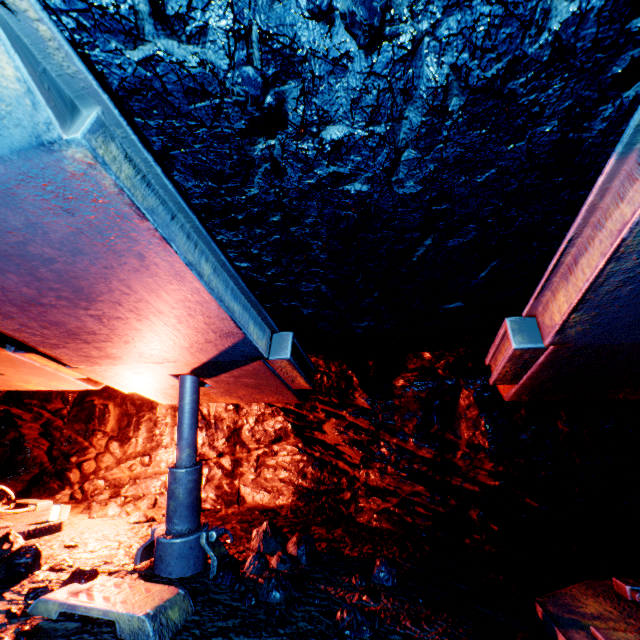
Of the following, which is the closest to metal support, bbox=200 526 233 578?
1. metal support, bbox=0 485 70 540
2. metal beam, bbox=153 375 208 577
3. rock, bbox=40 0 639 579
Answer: metal beam, bbox=153 375 208 577

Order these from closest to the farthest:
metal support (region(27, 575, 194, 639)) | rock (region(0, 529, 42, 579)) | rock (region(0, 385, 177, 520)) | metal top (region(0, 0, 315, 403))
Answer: metal top (region(0, 0, 315, 403)) → metal support (region(27, 575, 194, 639)) → rock (region(0, 529, 42, 579)) → rock (region(0, 385, 177, 520))

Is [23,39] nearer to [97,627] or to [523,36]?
[523,36]

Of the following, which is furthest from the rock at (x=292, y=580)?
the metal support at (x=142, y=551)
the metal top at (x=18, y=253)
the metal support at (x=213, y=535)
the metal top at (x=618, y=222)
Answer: the metal top at (x=618, y=222)

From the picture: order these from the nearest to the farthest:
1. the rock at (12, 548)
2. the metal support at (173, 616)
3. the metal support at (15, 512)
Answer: the metal support at (173, 616) < the rock at (12, 548) < the metal support at (15, 512)

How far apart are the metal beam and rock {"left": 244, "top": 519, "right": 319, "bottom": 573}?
0.2 meters

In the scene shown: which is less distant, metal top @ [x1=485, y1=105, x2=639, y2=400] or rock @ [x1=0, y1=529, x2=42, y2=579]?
metal top @ [x1=485, y1=105, x2=639, y2=400]

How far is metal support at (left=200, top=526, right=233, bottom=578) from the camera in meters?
2.3 m
